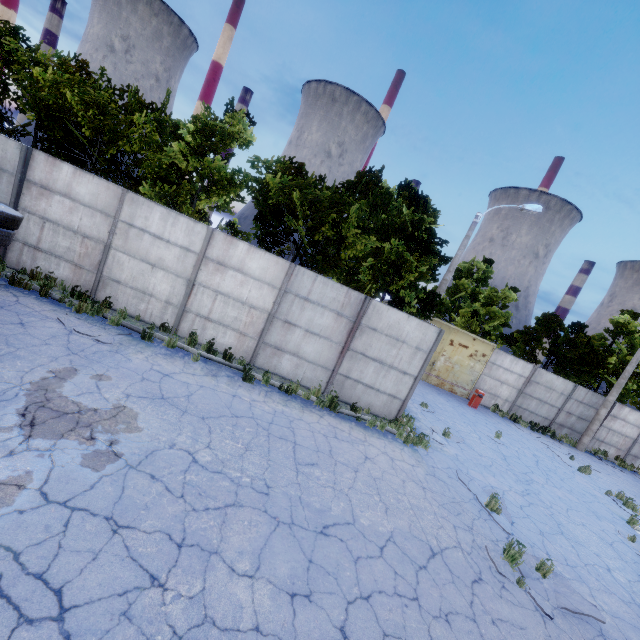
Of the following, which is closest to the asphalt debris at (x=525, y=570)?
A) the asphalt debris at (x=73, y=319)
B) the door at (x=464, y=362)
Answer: the asphalt debris at (x=73, y=319)

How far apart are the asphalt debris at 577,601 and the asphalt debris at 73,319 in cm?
1033

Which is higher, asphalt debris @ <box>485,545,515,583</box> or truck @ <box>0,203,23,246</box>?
truck @ <box>0,203,23,246</box>

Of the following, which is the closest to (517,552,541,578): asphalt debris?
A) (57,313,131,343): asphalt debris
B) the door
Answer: (57,313,131,343): asphalt debris

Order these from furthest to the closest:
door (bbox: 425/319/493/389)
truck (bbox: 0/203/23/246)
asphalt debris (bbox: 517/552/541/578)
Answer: door (bbox: 425/319/493/389) → asphalt debris (bbox: 517/552/541/578) → truck (bbox: 0/203/23/246)

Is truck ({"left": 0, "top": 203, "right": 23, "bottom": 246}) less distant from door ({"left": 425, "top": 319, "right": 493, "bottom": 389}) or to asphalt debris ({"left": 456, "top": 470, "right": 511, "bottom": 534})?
asphalt debris ({"left": 456, "top": 470, "right": 511, "bottom": 534})

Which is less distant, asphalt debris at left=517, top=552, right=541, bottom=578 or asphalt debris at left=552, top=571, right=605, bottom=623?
asphalt debris at left=552, top=571, right=605, bottom=623

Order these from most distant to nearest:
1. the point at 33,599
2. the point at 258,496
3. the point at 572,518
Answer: the point at 572,518 → the point at 258,496 → the point at 33,599
